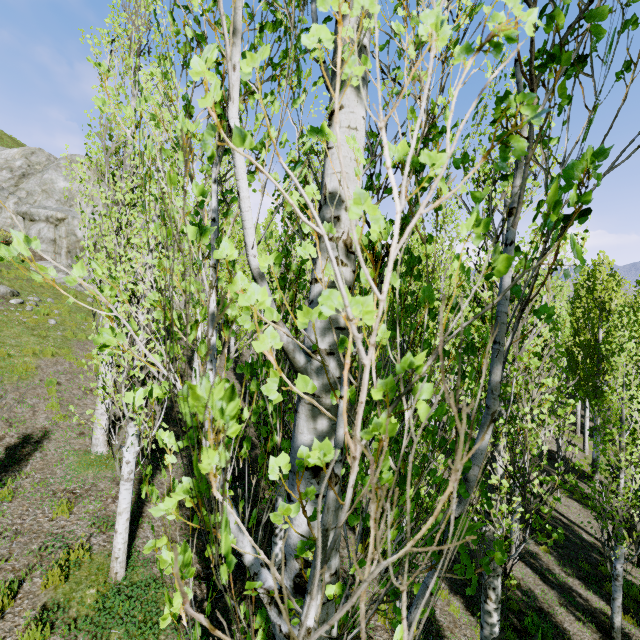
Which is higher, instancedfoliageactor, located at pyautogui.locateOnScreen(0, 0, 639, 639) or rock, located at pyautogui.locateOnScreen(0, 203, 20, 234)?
rock, located at pyautogui.locateOnScreen(0, 203, 20, 234)

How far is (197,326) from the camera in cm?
94

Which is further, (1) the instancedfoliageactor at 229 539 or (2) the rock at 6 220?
(2) the rock at 6 220

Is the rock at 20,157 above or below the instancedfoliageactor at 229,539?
above

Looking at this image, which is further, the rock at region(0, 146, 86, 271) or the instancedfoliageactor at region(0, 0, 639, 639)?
the rock at region(0, 146, 86, 271)
